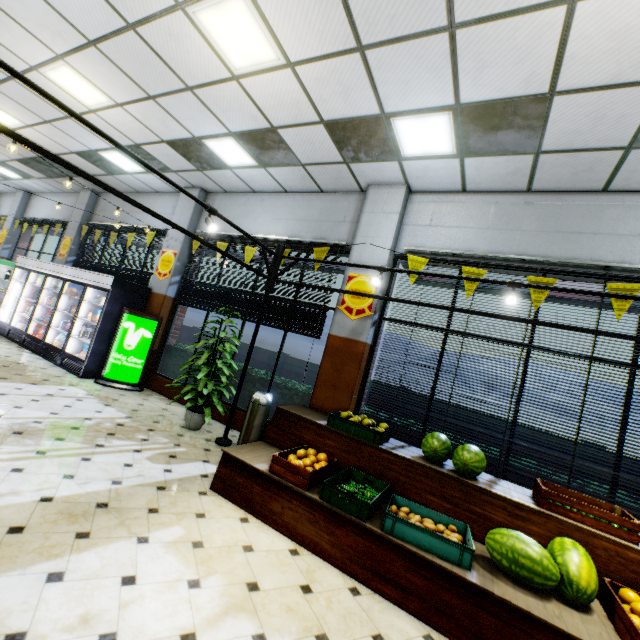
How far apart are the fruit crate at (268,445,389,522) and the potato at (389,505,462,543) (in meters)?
0.16

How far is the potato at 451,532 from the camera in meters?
2.9 m

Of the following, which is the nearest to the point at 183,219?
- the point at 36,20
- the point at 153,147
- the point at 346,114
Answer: the point at 153,147

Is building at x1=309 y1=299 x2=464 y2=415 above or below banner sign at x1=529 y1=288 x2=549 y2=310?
below

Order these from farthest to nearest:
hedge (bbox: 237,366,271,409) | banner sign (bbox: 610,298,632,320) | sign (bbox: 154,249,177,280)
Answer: sign (bbox: 154,249,177,280) → hedge (bbox: 237,366,271,409) → banner sign (bbox: 610,298,632,320)

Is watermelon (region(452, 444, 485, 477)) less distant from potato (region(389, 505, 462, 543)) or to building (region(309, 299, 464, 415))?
potato (region(389, 505, 462, 543))

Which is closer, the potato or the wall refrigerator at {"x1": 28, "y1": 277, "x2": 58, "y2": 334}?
the potato

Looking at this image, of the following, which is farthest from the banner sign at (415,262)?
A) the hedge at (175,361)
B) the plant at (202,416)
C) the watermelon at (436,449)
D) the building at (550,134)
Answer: the plant at (202,416)
